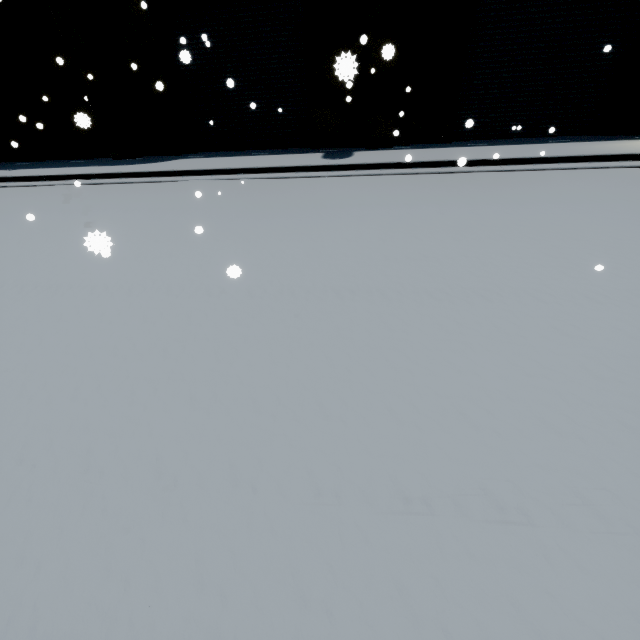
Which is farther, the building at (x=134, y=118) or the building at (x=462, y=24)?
the building at (x=134, y=118)

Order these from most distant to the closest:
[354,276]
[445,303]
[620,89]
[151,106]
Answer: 1. [151,106]
2. [620,89]
3. [354,276]
4. [445,303]

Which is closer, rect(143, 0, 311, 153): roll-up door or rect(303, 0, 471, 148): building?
rect(303, 0, 471, 148): building

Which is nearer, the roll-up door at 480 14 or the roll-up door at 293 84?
the roll-up door at 480 14

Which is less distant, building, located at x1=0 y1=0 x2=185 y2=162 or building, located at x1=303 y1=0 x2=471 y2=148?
building, located at x1=303 y1=0 x2=471 y2=148

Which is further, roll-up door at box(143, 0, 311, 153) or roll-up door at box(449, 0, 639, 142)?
roll-up door at box(143, 0, 311, 153)
